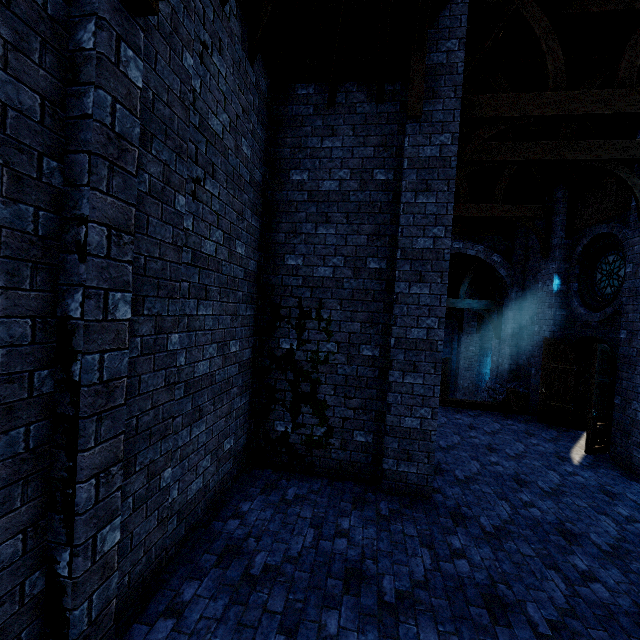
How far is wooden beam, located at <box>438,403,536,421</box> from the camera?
10.1m

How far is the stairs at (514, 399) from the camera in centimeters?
1050cm

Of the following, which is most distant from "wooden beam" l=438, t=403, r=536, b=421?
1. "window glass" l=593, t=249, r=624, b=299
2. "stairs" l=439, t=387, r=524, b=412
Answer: "window glass" l=593, t=249, r=624, b=299

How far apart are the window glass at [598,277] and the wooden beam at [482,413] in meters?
4.2 m

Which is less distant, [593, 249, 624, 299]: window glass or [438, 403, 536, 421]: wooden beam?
[593, 249, 624, 299]: window glass

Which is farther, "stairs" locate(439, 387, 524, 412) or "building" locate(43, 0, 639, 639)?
"stairs" locate(439, 387, 524, 412)

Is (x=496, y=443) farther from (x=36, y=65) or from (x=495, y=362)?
(x=36, y=65)

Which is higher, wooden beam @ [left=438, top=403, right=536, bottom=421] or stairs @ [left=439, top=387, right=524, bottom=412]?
stairs @ [left=439, top=387, right=524, bottom=412]
